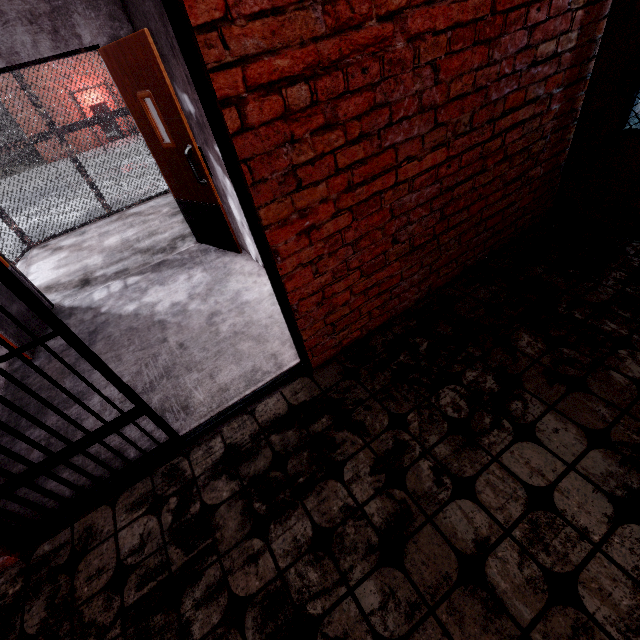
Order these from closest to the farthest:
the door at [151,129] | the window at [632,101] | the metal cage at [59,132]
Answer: the window at [632,101]
the door at [151,129]
the metal cage at [59,132]

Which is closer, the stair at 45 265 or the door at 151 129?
the door at 151 129

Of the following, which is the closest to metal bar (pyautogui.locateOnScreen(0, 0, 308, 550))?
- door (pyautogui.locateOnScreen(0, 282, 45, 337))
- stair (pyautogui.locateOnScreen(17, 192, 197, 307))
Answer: door (pyautogui.locateOnScreen(0, 282, 45, 337))

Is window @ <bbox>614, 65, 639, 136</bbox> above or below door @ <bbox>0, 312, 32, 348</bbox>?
above

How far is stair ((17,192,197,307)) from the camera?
4.5m

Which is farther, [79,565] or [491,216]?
[491,216]

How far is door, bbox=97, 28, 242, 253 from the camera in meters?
2.9 m

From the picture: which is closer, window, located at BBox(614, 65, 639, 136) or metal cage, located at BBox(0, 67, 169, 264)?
window, located at BBox(614, 65, 639, 136)
